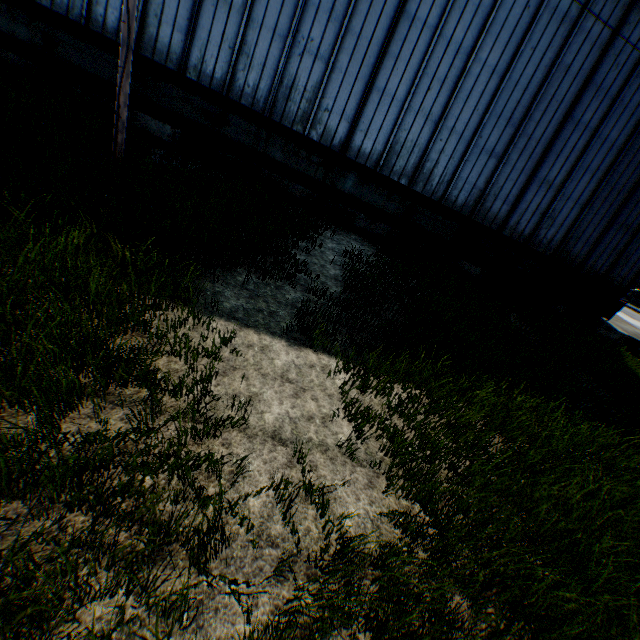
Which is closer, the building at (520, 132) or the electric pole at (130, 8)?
the electric pole at (130, 8)

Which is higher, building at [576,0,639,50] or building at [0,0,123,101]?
building at [576,0,639,50]

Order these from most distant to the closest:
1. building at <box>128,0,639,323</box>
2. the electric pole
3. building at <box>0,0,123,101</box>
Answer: building at <box>128,0,639,323</box>
building at <box>0,0,123,101</box>
the electric pole

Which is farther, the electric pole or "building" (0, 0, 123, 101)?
"building" (0, 0, 123, 101)

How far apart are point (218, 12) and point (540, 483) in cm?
1445

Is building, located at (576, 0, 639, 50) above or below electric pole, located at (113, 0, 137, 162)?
above
